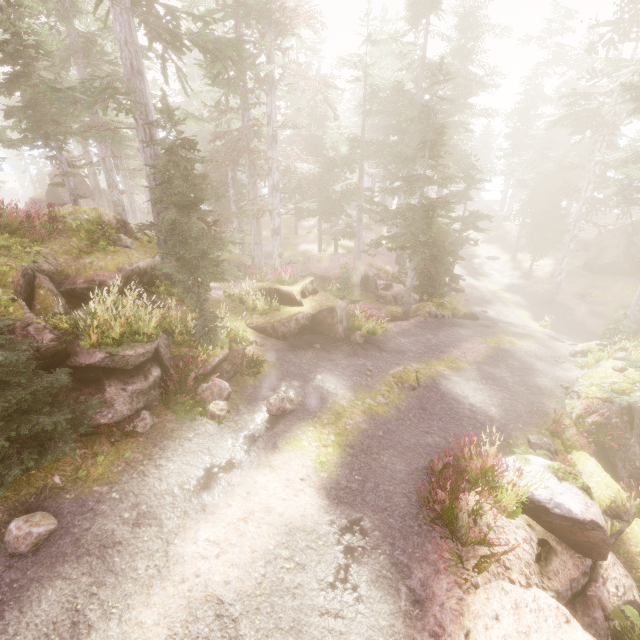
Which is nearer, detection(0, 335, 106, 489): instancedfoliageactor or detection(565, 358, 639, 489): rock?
detection(0, 335, 106, 489): instancedfoliageactor

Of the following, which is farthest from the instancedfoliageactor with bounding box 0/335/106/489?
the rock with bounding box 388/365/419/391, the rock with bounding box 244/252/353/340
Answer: the rock with bounding box 388/365/419/391

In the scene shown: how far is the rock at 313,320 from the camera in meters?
12.8

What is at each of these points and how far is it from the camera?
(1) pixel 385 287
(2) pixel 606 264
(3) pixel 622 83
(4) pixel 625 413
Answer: (1) rock, 25.8m
(2) rock, 28.8m
(3) instancedfoliageactor, 13.6m
(4) rock, 11.0m

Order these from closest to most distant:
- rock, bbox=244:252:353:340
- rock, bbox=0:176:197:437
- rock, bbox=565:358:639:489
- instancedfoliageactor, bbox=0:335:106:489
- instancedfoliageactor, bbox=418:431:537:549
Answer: instancedfoliageactor, bbox=0:335:106:489, instancedfoliageactor, bbox=418:431:537:549, rock, bbox=0:176:197:437, rock, bbox=565:358:639:489, rock, bbox=244:252:353:340

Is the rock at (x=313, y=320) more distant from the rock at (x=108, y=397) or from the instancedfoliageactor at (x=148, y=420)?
the rock at (x=108, y=397)

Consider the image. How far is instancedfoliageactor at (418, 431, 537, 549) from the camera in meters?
6.0 m

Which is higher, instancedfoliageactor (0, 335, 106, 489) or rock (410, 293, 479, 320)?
instancedfoliageactor (0, 335, 106, 489)
